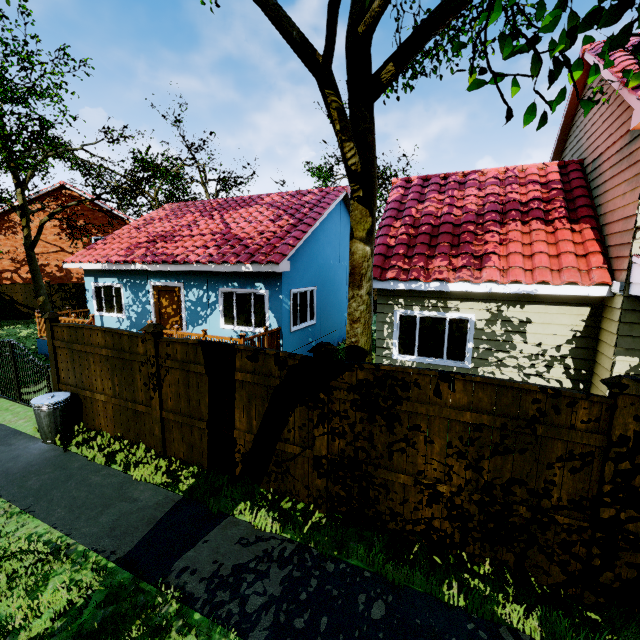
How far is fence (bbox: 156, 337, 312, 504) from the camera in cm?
483

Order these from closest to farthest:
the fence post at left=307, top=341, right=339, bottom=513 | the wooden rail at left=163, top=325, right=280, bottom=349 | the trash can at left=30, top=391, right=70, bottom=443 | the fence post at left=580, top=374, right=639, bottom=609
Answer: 1. the fence post at left=580, top=374, right=639, bottom=609
2. the fence post at left=307, top=341, right=339, bottom=513
3. the trash can at left=30, top=391, right=70, bottom=443
4. the wooden rail at left=163, top=325, right=280, bottom=349

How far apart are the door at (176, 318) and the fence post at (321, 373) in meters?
8.8 m

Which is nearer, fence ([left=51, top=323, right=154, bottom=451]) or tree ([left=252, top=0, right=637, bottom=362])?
tree ([left=252, top=0, right=637, bottom=362])

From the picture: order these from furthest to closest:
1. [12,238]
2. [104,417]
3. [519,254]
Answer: [12,238], [519,254], [104,417]

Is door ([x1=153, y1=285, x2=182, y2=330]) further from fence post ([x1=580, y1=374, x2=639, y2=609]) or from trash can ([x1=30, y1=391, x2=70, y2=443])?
fence post ([x1=580, y1=374, x2=639, y2=609])

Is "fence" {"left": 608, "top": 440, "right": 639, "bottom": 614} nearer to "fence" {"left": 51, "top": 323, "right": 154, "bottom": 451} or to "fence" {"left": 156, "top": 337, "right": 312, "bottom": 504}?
"fence" {"left": 156, "top": 337, "right": 312, "bottom": 504}

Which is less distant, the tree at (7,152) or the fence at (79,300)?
the tree at (7,152)
